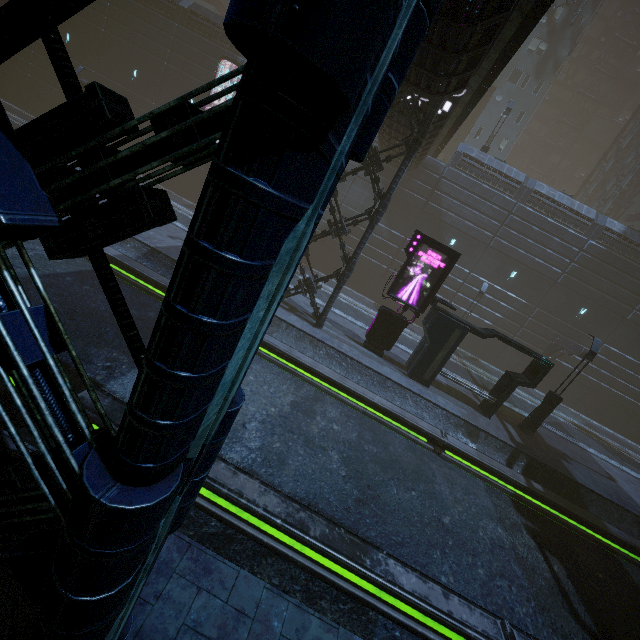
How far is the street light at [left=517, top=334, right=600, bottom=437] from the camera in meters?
14.8

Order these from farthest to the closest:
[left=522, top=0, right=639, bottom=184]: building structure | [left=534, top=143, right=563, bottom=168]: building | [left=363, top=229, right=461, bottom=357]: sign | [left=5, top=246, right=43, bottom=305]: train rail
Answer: [left=534, top=143, right=563, bottom=168]: building < [left=522, top=0, right=639, bottom=184]: building structure < [left=363, top=229, right=461, bottom=357]: sign < [left=5, top=246, right=43, bottom=305]: train rail

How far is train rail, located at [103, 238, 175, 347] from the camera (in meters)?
11.36

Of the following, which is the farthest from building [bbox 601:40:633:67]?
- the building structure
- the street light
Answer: the street light

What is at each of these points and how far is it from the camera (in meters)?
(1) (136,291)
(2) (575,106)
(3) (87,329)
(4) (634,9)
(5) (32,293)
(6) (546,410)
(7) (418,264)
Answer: (1) train rail, 12.70
(2) building, 53.28
(3) train rail, 9.45
(4) building structure, 48.03
(5) train rail, 9.70
(6) street light, 15.57
(7) sign, 14.80

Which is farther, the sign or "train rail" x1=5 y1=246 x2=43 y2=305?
the sign

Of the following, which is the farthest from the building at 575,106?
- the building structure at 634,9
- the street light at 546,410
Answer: the street light at 546,410

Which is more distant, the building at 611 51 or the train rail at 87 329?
the building at 611 51
